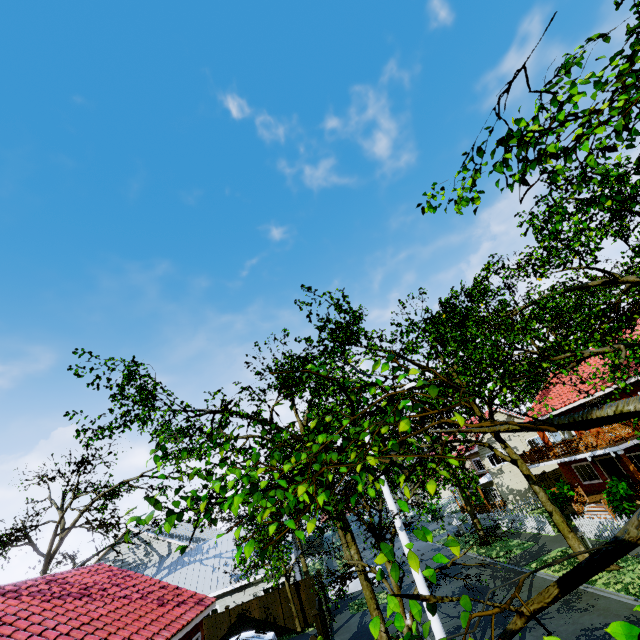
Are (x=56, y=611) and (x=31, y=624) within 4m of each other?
yes

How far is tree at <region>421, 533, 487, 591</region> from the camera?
2.2 meters

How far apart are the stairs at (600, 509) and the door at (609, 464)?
2.1m

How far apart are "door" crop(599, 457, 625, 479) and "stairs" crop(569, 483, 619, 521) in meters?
2.1 m

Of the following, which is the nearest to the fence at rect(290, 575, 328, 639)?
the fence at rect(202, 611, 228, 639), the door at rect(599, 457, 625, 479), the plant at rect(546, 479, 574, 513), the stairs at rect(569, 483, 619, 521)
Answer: the plant at rect(546, 479, 574, 513)

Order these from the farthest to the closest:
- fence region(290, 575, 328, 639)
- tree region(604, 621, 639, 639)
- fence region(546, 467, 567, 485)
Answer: fence region(546, 467, 567, 485) < fence region(290, 575, 328, 639) < tree region(604, 621, 639, 639)

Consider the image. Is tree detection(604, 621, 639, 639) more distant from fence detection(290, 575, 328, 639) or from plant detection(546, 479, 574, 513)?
plant detection(546, 479, 574, 513)

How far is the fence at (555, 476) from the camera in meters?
30.3 m
